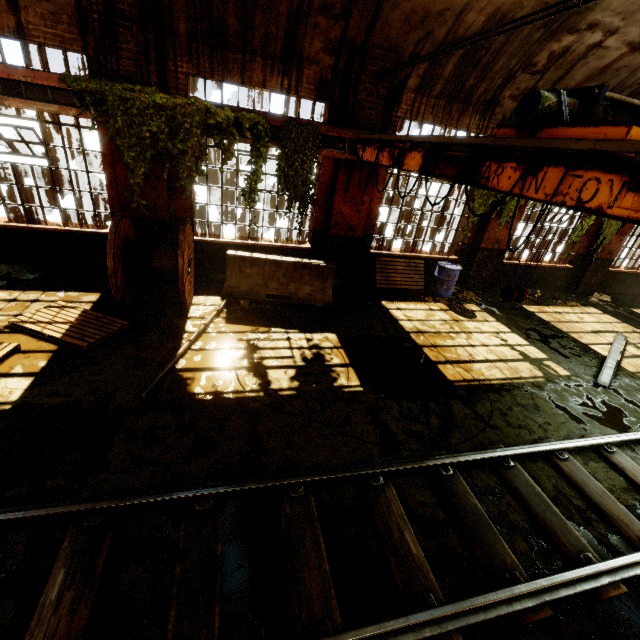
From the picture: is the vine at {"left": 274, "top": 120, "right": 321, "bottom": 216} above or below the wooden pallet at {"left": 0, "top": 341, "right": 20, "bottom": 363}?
above

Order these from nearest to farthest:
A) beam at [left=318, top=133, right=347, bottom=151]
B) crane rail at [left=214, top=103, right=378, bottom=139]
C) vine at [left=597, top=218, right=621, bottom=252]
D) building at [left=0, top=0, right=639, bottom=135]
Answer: building at [left=0, top=0, right=639, bottom=135]
crane rail at [left=214, top=103, right=378, bottom=139]
beam at [left=318, top=133, right=347, bottom=151]
vine at [left=597, top=218, right=621, bottom=252]

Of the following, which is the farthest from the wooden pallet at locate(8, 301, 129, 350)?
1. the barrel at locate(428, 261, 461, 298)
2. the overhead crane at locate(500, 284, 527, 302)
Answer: the barrel at locate(428, 261, 461, 298)

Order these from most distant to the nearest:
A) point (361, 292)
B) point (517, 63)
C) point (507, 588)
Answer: point (361, 292) < point (517, 63) < point (507, 588)

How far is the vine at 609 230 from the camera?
10.2 meters

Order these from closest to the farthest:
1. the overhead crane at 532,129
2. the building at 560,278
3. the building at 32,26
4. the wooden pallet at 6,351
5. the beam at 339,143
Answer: the overhead crane at 532,129 → the wooden pallet at 6,351 → the building at 32,26 → the beam at 339,143 → the building at 560,278

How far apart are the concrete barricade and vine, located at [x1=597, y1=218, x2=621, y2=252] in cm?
903

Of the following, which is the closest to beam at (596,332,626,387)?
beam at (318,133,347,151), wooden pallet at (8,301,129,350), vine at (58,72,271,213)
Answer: beam at (318,133,347,151)
